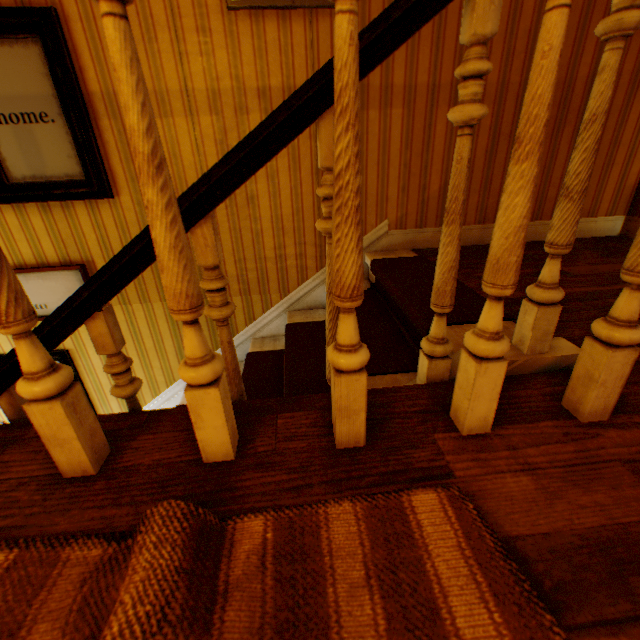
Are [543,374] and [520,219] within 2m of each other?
yes

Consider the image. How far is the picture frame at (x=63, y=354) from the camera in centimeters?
271cm

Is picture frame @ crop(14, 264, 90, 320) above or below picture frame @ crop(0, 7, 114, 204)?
below

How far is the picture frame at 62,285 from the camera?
2.39m

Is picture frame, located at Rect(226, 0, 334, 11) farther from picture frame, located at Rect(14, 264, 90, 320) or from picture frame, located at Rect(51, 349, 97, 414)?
picture frame, located at Rect(51, 349, 97, 414)

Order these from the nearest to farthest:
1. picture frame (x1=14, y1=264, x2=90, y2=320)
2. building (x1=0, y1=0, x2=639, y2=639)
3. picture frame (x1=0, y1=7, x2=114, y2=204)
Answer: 1. building (x1=0, y1=0, x2=639, y2=639)
2. picture frame (x1=0, y1=7, x2=114, y2=204)
3. picture frame (x1=14, y1=264, x2=90, y2=320)

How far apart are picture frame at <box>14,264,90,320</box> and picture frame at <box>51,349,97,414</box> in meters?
0.3

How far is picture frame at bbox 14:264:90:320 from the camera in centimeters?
239cm
